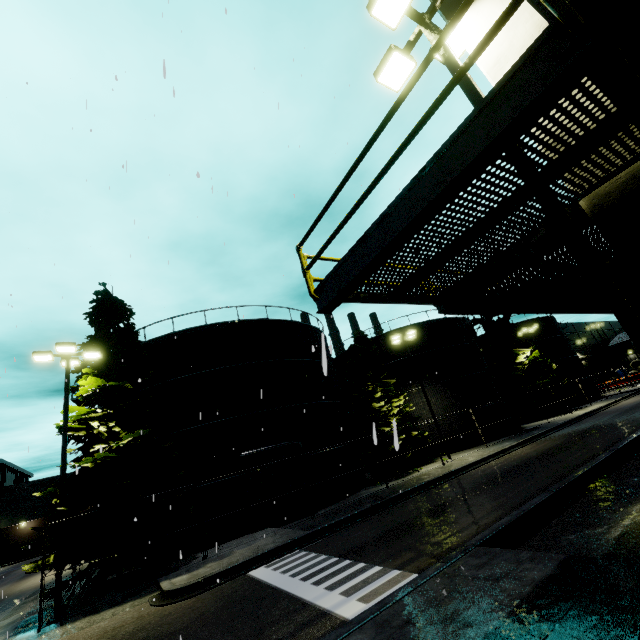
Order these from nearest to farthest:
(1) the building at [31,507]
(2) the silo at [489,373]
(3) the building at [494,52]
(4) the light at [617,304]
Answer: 1. (4) the light at [617,304]
2. (3) the building at [494,52]
3. (2) the silo at [489,373]
4. (1) the building at [31,507]

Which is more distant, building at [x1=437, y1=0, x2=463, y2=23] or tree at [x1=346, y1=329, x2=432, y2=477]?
tree at [x1=346, y1=329, x2=432, y2=477]

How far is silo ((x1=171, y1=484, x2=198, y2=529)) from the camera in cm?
1653

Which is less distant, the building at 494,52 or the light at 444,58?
the building at 494,52

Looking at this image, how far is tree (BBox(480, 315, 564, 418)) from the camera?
36.9m

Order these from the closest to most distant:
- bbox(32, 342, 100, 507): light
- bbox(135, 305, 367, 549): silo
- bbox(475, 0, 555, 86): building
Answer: bbox(475, 0, 555, 86): building, bbox(32, 342, 100, 507): light, bbox(135, 305, 367, 549): silo

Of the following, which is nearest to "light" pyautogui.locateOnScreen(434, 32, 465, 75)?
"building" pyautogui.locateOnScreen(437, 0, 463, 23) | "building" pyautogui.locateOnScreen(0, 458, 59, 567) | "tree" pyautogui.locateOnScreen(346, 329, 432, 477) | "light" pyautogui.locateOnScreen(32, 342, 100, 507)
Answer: "building" pyautogui.locateOnScreen(437, 0, 463, 23)

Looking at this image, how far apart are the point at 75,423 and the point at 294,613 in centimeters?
1271cm
